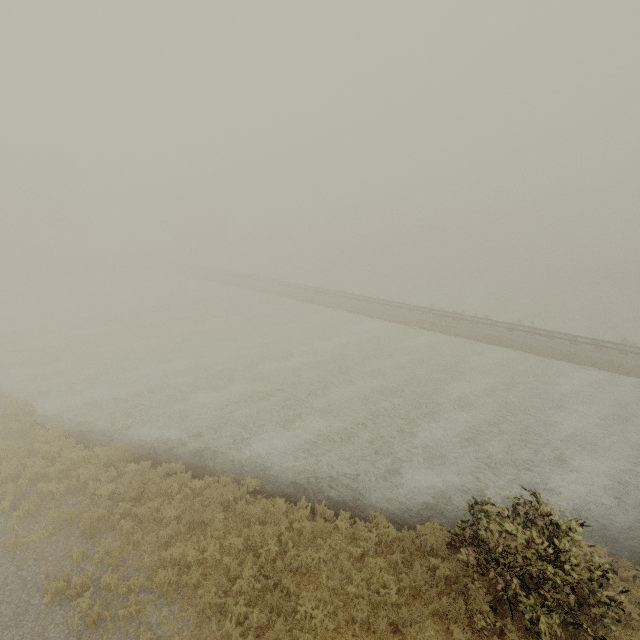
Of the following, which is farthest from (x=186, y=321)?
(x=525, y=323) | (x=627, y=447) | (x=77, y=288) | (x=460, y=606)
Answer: (x=525, y=323)
